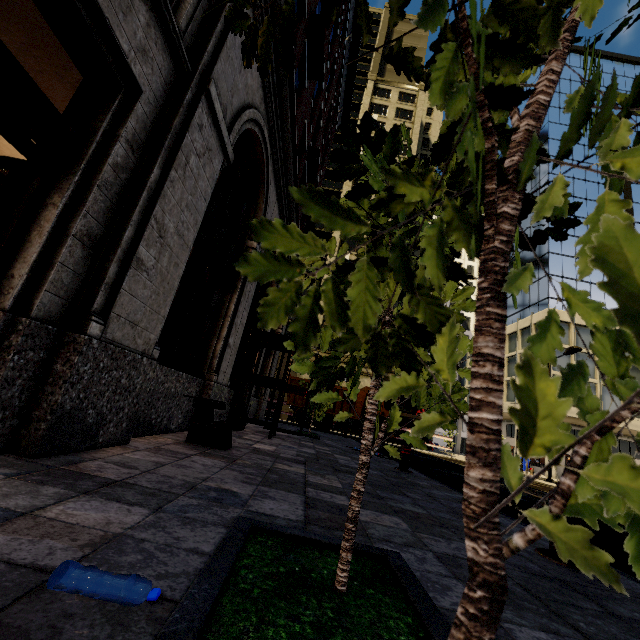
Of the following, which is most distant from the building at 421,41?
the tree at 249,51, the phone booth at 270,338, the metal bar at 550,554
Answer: the metal bar at 550,554

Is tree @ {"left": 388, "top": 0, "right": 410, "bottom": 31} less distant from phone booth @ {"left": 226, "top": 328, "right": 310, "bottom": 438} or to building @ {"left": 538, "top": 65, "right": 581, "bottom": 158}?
building @ {"left": 538, "top": 65, "right": 581, "bottom": 158}

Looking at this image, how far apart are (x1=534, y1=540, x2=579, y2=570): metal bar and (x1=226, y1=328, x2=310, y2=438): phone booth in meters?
6.2

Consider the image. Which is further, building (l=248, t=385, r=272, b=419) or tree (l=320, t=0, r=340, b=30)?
building (l=248, t=385, r=272, b=419)

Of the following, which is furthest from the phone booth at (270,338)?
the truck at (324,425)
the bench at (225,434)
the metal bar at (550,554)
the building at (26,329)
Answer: the truck at (324,425)

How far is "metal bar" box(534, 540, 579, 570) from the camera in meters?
2.7

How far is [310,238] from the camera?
0.6 meters

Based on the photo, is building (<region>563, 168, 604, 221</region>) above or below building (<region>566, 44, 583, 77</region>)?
below
